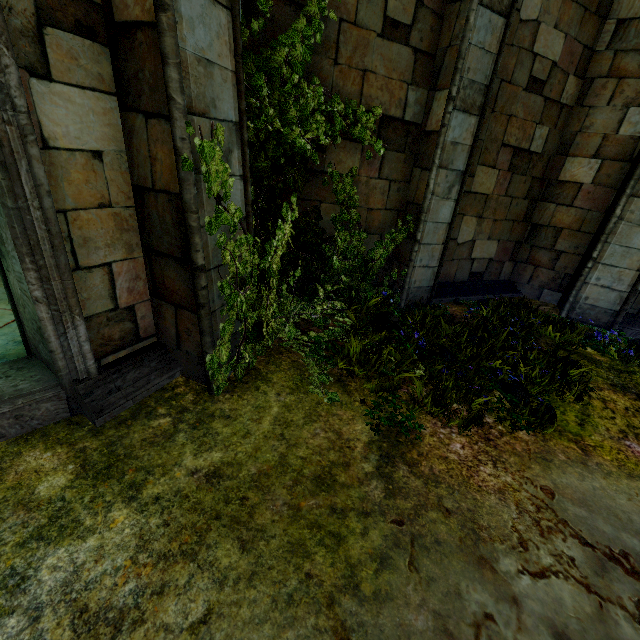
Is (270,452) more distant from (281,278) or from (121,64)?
(121,64)
